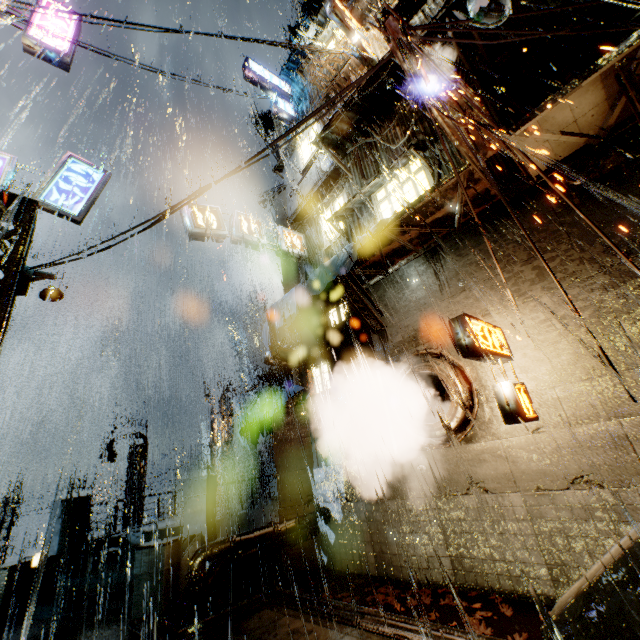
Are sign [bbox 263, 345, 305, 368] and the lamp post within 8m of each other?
yes

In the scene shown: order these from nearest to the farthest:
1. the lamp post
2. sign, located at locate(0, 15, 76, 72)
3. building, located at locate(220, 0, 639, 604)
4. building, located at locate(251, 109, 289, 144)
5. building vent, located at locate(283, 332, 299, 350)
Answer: building, located at locate(220, 0, 639, 604) < the lamp post < sign, located at locate(0, 15, 76, 72) < building vent, located at locate(283, 332, 299, 350) < building, located at locate(251, 109, 289, 144)

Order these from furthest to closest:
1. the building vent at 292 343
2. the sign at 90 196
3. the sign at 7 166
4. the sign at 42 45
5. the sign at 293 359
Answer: the building vent at 292 343, the sign at 293 359, the sign at 42 45, the sign at 90 196, the sign at 7 166

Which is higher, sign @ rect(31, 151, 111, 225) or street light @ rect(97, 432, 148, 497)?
sign @ rect(31, 151, 111, 225)

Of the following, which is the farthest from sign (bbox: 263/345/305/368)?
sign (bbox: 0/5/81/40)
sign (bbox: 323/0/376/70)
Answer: sign (bbox: 0/5/81/40)

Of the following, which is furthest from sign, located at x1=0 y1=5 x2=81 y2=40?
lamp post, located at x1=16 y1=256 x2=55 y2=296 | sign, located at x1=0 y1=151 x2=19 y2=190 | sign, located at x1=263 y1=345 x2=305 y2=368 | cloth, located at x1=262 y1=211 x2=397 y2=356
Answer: sign, located at x1=263 y1=345 x2=305 y2=368

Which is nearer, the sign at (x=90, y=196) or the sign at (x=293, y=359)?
the sign at (x=90, y=196)

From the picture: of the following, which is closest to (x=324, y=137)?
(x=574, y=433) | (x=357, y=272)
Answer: (x=357, y=272)
